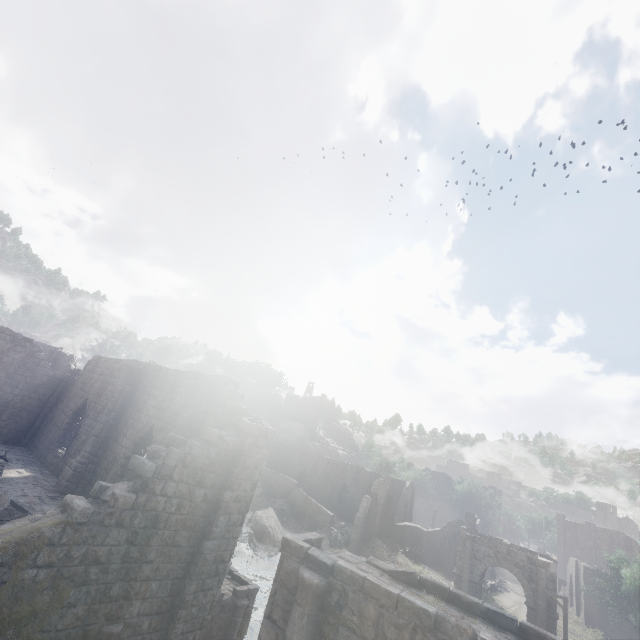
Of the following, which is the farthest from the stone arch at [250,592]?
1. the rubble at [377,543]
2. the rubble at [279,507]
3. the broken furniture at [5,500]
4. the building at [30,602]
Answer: the rubble at [279,507]

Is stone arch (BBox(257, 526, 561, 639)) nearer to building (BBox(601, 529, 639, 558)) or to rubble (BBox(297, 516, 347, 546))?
building (BBox(601, 529, 639, 558))

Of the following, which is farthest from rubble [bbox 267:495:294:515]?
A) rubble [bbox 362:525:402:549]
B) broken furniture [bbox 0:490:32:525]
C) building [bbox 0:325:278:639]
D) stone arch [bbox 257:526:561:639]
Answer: broken furniture [bbox 0:490:32:525]

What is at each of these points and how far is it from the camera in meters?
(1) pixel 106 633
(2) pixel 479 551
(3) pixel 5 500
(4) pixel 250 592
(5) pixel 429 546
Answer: (1) stone arch, 7.9 m
(2) stone arch, 29.5 m
(3) broken furniture, 11.1 m
(4) stone arch, 11.6 m
(5) building, 40.2 m

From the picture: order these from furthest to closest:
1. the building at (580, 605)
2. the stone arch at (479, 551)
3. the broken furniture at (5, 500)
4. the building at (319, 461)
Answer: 1. the building at (319, 461)
2. the building at (580, 605)
3. the broken furniture at (5, 500)
4. the stone arch at (479, 551)

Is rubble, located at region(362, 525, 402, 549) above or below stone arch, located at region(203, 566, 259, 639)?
below

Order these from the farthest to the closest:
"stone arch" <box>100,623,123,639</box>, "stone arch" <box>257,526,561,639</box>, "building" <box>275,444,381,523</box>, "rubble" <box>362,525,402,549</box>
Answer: "building" <box>275,444,381,523</box> < "rubble" <box>362,525,402,549</box> < "stone arch" <box>100,623,123,639</box> < "stone arch" <box>257,526,561,639</box>

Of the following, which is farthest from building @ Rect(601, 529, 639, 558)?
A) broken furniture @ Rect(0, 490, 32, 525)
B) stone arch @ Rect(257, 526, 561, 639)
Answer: stone arch @ Rect(257, 526, 561, 639)
